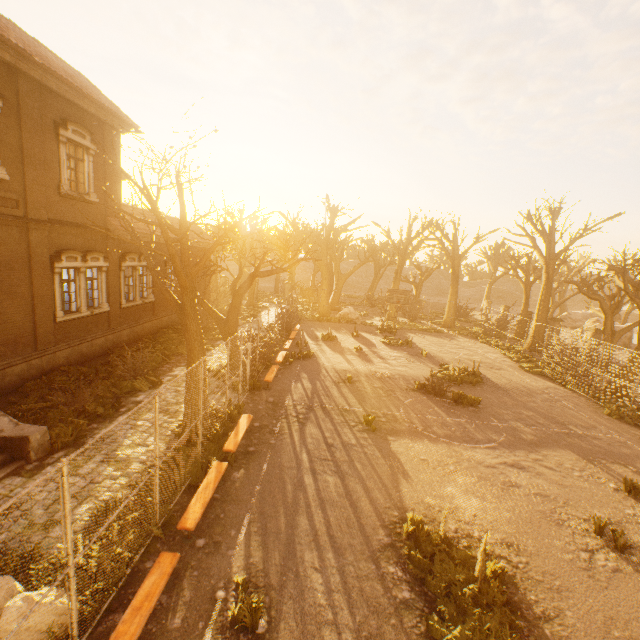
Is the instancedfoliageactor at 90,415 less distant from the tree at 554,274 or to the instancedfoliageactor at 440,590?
the tree at 554,274

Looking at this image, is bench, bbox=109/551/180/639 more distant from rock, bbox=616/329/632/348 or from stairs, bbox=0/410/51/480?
rock, bbox=616/329/632/348

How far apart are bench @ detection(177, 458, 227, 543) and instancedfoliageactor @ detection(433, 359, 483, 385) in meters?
12.5 m

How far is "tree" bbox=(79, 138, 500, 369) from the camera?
7.5 meters

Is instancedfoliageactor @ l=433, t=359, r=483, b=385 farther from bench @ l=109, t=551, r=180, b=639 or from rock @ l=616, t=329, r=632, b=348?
rock @ l=616, t=329, r=632, b=348

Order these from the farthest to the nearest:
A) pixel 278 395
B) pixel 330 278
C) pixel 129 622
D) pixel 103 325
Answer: pixel 330 278
pixel 103 325
pixel 278 395
pixel 129 622

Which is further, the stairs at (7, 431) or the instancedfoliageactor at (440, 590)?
the stairs at (7, 431)

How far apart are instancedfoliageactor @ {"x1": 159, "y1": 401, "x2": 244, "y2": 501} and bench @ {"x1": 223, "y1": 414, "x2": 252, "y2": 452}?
0.7m
